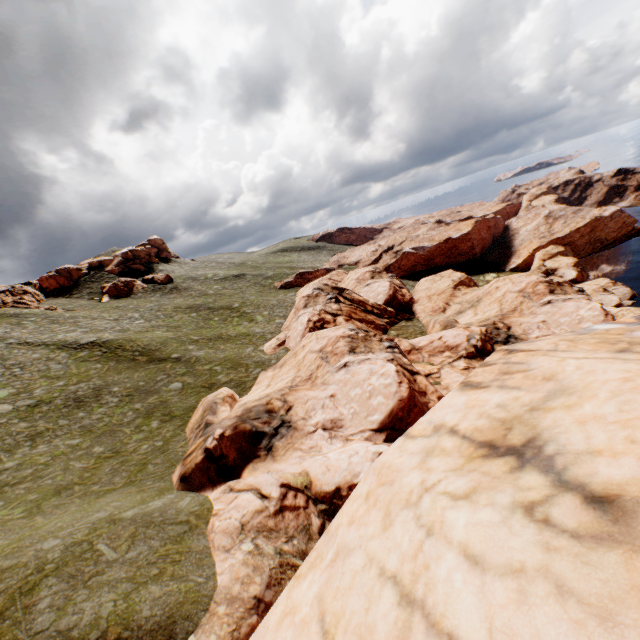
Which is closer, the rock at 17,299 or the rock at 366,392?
the rock at 366,392

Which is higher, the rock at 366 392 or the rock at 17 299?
the rock at 17 299

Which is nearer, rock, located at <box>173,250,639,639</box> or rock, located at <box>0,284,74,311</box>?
rock, located at <box>173,250,639,639</box>

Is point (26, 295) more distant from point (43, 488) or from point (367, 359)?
point (367, 359)

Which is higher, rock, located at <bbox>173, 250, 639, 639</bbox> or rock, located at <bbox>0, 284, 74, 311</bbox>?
rock, located at <bbox>0, 284, 74, 311</bbox>
